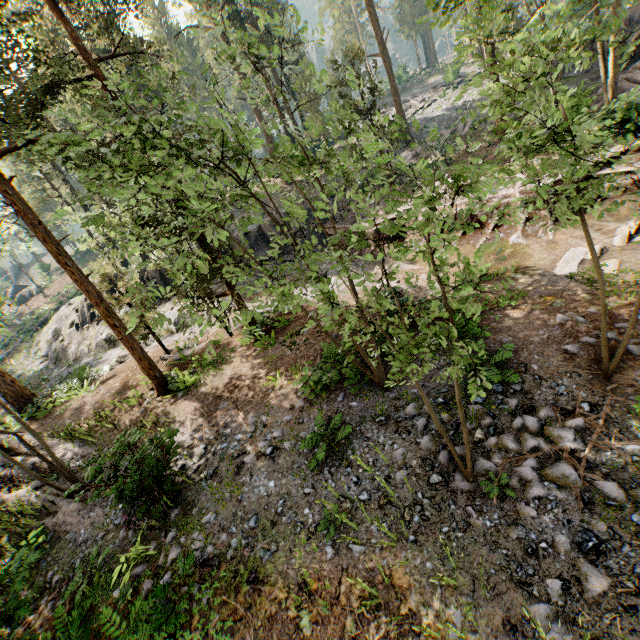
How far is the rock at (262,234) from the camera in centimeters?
2614cm

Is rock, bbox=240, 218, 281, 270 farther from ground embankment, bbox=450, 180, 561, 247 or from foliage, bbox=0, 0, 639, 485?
foliage, bbox=0, 0, 639, 485

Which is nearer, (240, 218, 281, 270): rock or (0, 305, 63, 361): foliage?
(240, 218, 281, 270): rock

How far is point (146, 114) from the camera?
33.8m

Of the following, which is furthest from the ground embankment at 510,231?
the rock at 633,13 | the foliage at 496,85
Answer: the rock at 633,13

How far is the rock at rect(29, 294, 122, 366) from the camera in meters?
25.3
